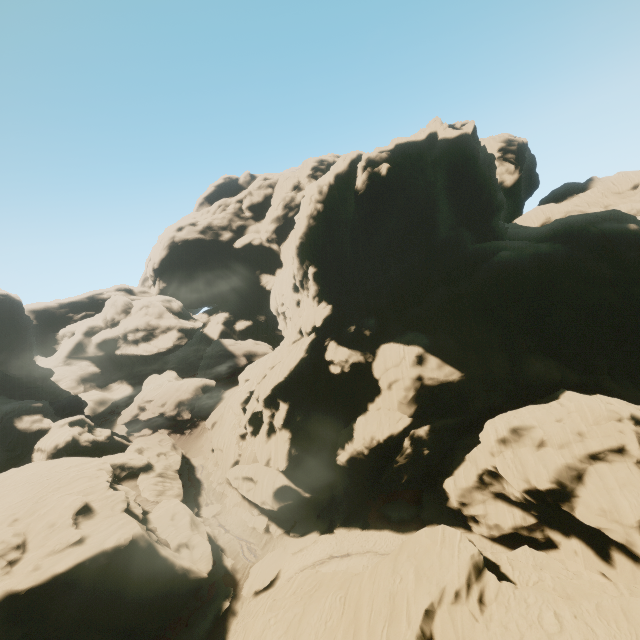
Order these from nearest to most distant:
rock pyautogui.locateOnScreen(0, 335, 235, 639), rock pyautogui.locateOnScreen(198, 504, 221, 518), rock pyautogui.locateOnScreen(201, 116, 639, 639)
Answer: rock pyautogui.locateOnScreen(201, 116, 639, 639) → rock pyautogui.locateOnScreen(0, 335, 235, 639) → rock pyautogui.locateOnScreen(198, 504, 221, 518)

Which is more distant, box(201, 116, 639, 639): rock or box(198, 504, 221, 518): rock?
box(198, 504, 221, 518): rock

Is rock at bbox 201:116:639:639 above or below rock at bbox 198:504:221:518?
above

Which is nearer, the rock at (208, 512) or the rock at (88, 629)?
the rock at (88, 629)

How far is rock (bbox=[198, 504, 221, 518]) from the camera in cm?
4256

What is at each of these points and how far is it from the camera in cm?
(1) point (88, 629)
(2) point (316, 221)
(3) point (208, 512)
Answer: (1) rock, 2525
(2) rock, 4269
(3) rock, 4297

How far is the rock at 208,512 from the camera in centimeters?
4256cm
